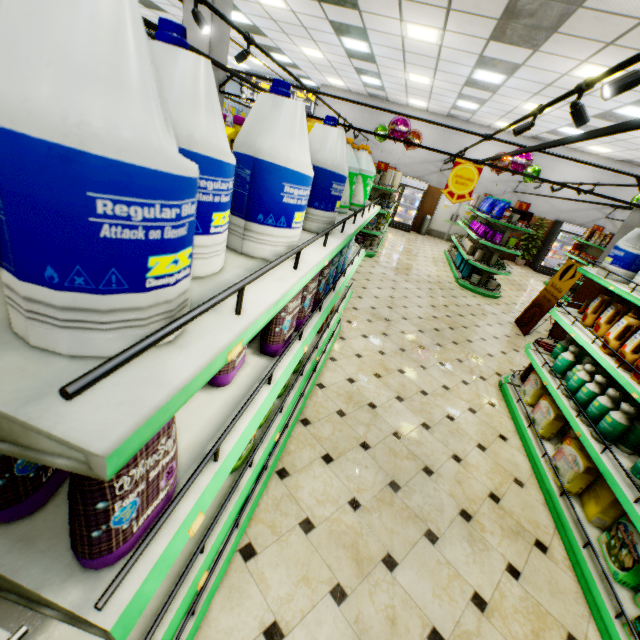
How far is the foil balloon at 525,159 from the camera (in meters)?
9.52

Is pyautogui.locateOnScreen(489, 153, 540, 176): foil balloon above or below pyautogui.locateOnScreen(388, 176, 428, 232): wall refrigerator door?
above

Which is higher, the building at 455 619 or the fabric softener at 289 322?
the fabric softener at 289 322

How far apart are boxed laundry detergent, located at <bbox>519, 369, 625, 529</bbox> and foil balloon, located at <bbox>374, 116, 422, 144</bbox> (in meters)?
9.46

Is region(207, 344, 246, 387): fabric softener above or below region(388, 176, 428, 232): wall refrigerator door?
below

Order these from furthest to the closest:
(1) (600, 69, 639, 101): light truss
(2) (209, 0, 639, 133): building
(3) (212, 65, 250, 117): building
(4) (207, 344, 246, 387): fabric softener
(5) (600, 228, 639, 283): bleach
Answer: (3) (212, 65, 250, 117): building
(2) (209, 0, 639, 133): building
(5) (600, 228, 639, 283): bleach
(1) (600, 69, 639, 101): light truss
(4) (207, 344, 246, 387): fabric softener

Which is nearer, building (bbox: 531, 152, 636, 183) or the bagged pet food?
the bagged pet food

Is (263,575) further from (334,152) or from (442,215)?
(442,215)
